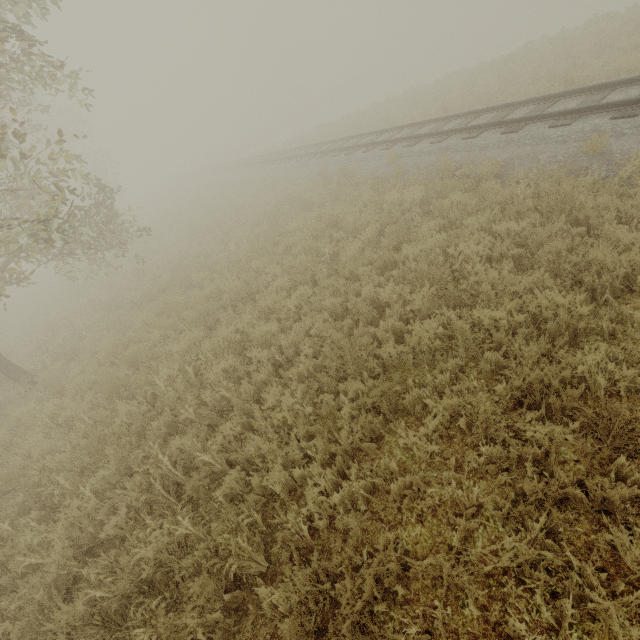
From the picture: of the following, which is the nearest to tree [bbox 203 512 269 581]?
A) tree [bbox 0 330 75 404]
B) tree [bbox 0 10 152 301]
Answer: tree [bbox 0 330 75 404]

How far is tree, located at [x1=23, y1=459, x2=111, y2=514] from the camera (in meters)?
4.67

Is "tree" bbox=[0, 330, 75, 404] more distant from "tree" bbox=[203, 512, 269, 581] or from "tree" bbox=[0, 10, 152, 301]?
"tree" bbox=[203, 512, 269, 581]

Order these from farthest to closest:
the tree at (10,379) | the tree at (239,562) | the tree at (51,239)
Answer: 1. the tree at (10,379)
2. the tree at (51,239)
3. the tree at (239,562)

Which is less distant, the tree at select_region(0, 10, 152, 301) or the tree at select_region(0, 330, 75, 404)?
the tree at select_region(0, 10, 152, 301)

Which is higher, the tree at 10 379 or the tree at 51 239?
the tree at 51 239

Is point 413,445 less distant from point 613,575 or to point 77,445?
point 613,575

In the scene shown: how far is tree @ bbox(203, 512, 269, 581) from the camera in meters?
3.2
